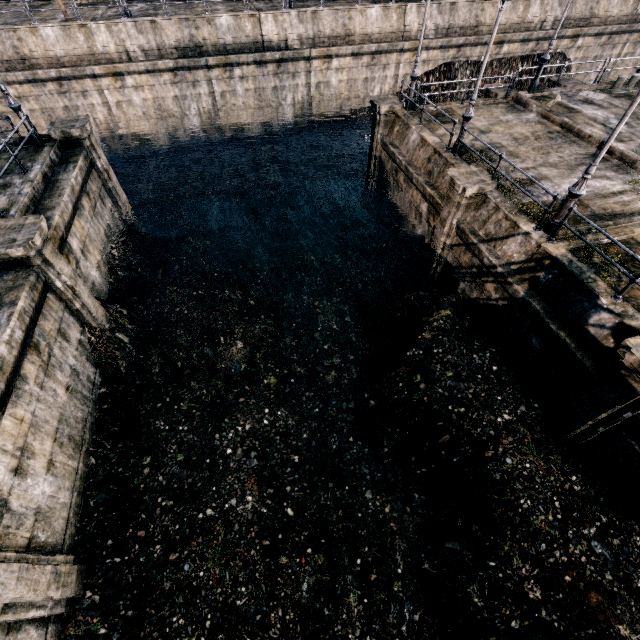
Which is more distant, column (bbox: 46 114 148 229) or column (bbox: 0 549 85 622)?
column (bbox: 46 114 148 229)

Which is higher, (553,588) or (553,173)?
(553,173)

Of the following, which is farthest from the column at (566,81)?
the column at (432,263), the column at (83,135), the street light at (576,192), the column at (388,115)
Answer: the column at (83,135)

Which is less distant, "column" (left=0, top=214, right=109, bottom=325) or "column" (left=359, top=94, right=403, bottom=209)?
"column" (left=0, top=214, right=109, bottom=325)

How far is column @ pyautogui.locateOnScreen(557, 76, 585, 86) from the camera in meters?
19.0 m

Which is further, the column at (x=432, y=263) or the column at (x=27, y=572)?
the column at (x=432, y=263)

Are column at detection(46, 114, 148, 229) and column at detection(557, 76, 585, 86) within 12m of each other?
no

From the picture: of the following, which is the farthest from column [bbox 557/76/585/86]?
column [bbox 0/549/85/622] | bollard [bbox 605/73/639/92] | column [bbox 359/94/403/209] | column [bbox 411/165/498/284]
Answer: column [bbox 0/549/85/622]
